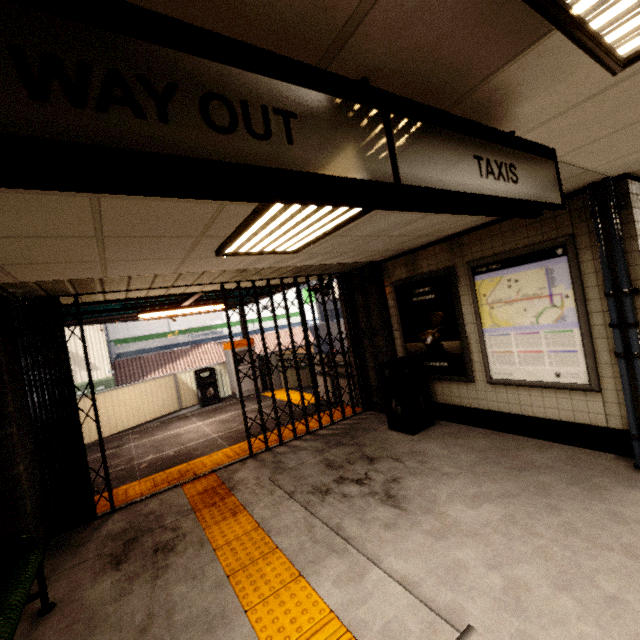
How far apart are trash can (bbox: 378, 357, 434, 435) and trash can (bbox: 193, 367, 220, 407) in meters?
6.6 m

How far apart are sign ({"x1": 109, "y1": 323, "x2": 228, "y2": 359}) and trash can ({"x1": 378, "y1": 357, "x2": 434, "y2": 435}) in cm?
1535

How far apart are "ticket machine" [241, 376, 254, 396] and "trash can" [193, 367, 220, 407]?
0.5 meters

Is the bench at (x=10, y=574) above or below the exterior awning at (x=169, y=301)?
below

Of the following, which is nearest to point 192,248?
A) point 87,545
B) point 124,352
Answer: point 87,545

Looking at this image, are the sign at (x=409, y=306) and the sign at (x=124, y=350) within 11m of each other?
no

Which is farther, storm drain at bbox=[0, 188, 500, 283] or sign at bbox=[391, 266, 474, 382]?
sign at bbox=[391, 266, 474, 382]

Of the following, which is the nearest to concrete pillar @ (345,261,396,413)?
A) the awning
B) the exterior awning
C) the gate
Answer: the gate
